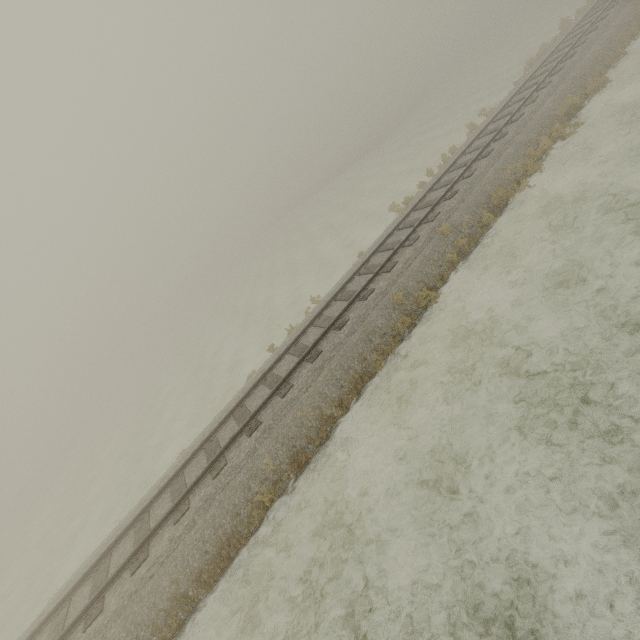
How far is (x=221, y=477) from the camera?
8.7m
